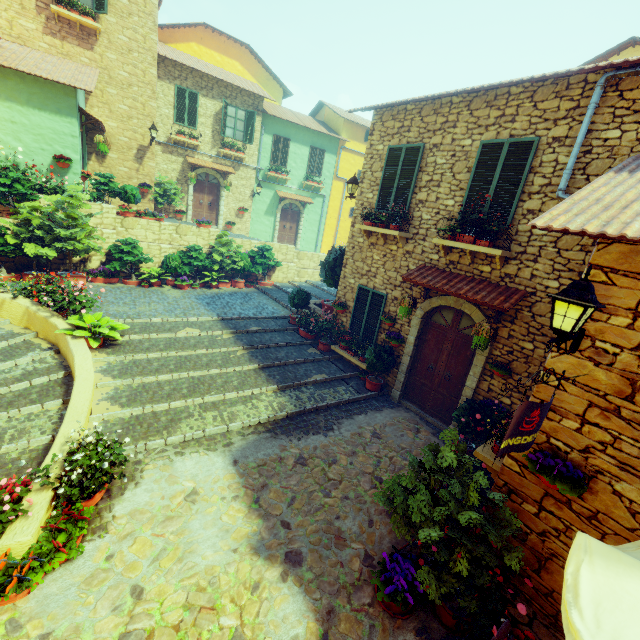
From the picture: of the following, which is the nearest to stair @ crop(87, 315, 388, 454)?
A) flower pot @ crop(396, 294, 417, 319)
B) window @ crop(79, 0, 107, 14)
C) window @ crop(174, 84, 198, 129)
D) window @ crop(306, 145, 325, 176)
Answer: flower pot @ crop(396, 294, 417, 319)

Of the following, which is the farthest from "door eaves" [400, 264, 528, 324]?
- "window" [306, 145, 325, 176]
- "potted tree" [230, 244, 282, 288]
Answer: "window" [306, 145, 325, 176]

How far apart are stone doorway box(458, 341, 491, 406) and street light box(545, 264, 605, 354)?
3.3m

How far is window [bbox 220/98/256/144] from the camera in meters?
17.0

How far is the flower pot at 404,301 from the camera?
7.5 meters

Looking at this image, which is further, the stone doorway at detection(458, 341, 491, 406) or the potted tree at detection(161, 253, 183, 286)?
the potted tree at detection(161, 253, 183, 286)

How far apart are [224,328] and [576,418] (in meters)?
8.88

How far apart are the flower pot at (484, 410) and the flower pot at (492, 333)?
1.2m
